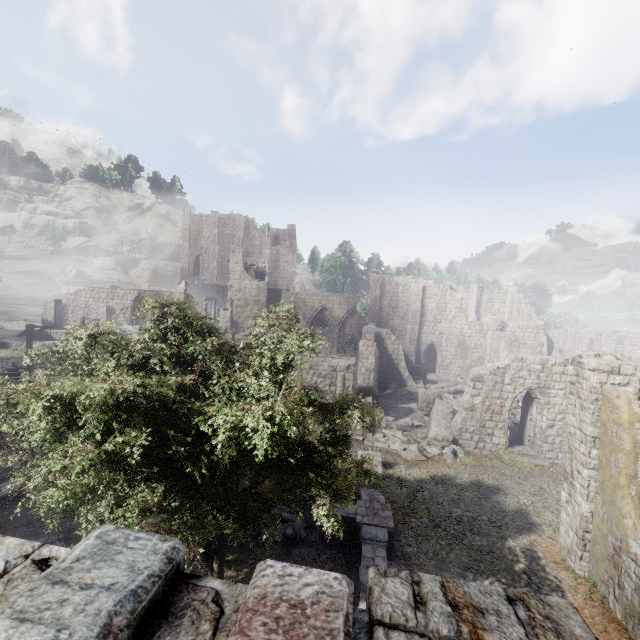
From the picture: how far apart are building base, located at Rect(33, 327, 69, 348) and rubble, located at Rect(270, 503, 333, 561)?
31.0m

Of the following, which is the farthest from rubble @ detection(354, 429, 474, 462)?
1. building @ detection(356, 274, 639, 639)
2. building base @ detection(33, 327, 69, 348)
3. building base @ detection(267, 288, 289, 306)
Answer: building base @ detection(267, 288, 289, 306)

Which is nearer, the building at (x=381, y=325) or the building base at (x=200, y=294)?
the building at (x=381, y=325)

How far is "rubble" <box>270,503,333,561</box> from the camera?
11.0m

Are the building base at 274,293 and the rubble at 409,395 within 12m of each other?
no

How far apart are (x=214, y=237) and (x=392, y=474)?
52.4m

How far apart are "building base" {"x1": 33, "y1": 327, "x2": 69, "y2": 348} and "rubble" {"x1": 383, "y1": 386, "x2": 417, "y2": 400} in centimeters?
2878cm

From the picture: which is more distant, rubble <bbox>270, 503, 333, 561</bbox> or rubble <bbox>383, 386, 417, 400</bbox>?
rubble <bbox>383, 386, 417, 400</bbox>
